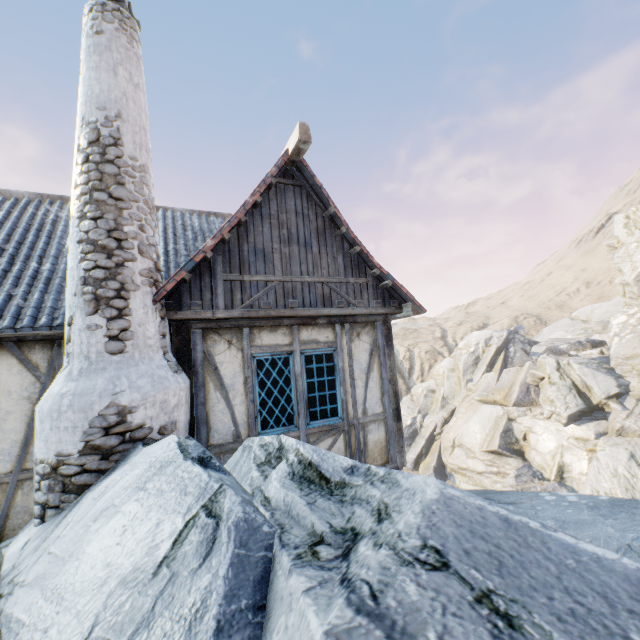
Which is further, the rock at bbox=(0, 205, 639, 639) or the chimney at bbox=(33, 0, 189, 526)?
the chimney at bbox=(33, 0, 189, 526)

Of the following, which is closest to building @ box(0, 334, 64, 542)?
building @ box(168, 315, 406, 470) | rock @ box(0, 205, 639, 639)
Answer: rock @ box(0, 205, 639, 639)

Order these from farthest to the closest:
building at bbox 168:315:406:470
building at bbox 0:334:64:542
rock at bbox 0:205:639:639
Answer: building at bbox 168:315:406:470 → building at bbox 0:334:64:542 → rock at bbox 0:205:639:639

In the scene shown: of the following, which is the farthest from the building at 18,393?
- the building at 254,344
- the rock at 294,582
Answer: the building at 254,344

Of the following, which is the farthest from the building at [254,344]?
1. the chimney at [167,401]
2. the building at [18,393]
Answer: the building at [18,393]

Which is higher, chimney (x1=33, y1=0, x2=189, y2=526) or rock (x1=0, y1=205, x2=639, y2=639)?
chimney (x1=33, y1=0, x2=189, y2=526)

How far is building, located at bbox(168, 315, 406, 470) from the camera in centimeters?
491cm

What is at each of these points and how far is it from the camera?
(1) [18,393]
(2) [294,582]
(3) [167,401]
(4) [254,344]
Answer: (1) building, 4.5 meters
(2) rock, 1.6 meters
(3) chimney, 4.0 meters
(4) building, 5.3 meters
